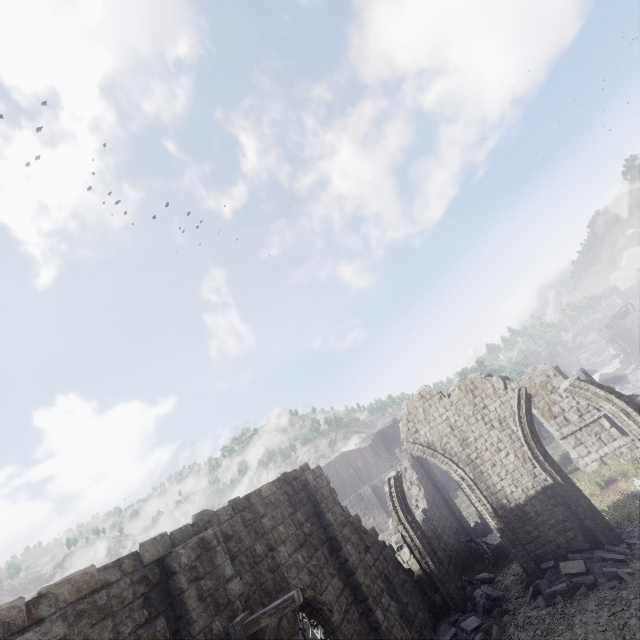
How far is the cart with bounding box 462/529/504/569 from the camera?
15.1 meters

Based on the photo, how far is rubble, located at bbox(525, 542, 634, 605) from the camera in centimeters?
959cm

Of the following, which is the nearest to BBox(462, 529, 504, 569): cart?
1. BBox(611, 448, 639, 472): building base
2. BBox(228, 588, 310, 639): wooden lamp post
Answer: BBox(611, 448, 639, 472): building base

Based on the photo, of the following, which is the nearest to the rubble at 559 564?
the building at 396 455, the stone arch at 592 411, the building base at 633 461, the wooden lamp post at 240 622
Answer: the building at 396 455

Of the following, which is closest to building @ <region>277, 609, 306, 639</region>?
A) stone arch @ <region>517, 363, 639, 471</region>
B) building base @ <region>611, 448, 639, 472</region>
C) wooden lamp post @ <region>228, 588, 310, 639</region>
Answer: stone arch @ <region>517, 363, 639, 471</region>

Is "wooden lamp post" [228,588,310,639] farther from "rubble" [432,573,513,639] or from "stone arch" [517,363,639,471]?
"stone arch" [517,363,639,471]

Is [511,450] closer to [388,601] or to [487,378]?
[487,378]

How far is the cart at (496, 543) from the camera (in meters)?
15.12
